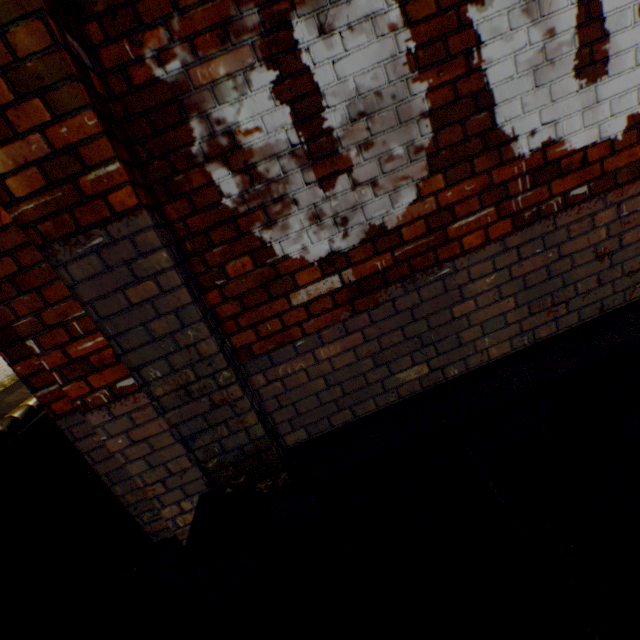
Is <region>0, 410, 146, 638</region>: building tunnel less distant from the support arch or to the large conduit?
the large conduit

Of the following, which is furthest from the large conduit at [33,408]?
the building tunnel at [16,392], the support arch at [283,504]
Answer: the support arch at [283,504]

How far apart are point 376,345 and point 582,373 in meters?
1.3

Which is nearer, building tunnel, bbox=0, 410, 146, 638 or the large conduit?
building tunnel, bbox=0, 410, 146, 638

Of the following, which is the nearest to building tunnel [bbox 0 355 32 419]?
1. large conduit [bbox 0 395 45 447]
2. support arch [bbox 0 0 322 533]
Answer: large conduit [bbox 0 395 45 447]

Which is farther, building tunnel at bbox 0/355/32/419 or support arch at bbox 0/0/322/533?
building tunnel at bbox 0/355/32/419

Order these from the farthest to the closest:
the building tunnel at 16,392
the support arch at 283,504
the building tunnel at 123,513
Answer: the building tunnel at 16,392 → the building tunnel at 123,513 → the support arch at 283,504
